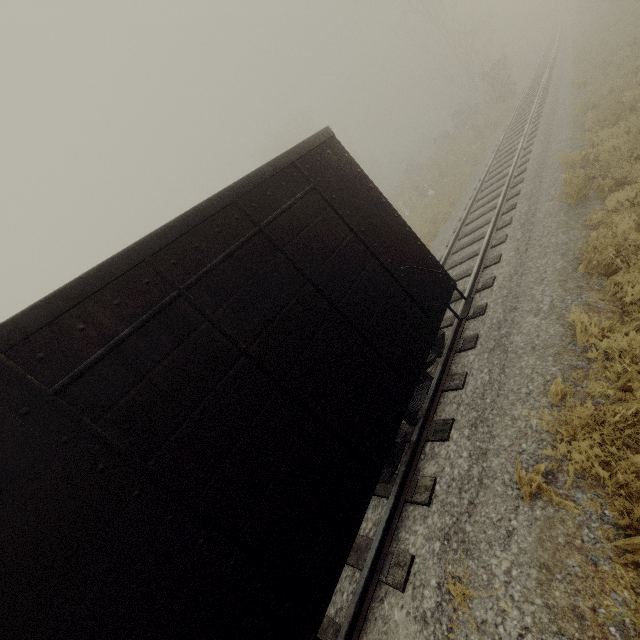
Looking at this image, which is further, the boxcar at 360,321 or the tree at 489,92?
the tree at 489,92

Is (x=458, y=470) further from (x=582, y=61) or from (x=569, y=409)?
(x=582, y=61)

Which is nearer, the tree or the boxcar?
the boxcar
